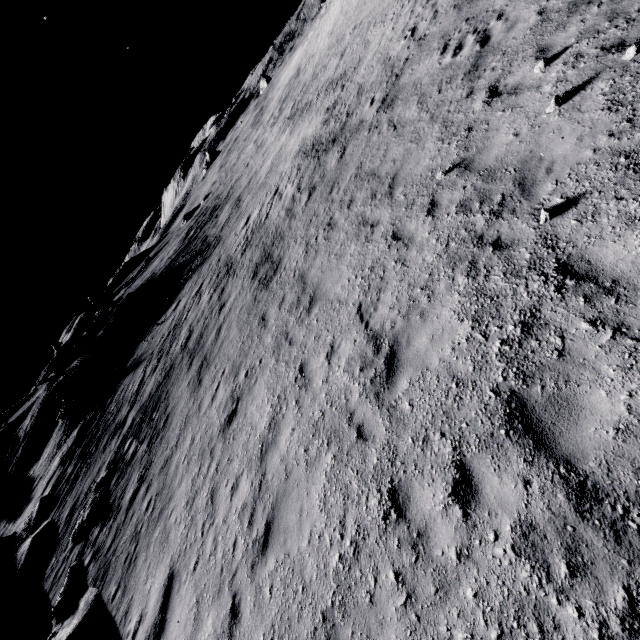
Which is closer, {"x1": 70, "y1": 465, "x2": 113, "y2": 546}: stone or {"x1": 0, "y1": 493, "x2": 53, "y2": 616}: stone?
{"x1": 70, "y1": 465, "x2": 113, "y2": 546}: stone

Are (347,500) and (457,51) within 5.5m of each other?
no

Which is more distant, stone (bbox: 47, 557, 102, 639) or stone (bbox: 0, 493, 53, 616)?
stone (bbox: 0, 493, 53, 616)

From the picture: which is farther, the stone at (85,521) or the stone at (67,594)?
the stone at (85,521)

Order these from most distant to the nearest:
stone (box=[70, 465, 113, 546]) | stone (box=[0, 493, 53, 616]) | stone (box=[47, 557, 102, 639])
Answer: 1. stone (box=[0, 493, 53, 616])
2. stone (box=[70, 465, 113, 546])
3. stone (box=[47, 557, 102, 639])

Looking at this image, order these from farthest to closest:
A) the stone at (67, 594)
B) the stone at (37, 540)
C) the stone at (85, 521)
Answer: the stone at (37, 540) → the stone at (85, 521) → the stone at (67, 594)

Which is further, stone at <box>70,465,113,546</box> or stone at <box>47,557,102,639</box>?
stone at <box>70,465,113,546</box>

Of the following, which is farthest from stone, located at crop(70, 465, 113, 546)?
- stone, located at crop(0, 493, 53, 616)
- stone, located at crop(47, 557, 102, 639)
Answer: stone, located at crop(0, 493, 53, 616)
